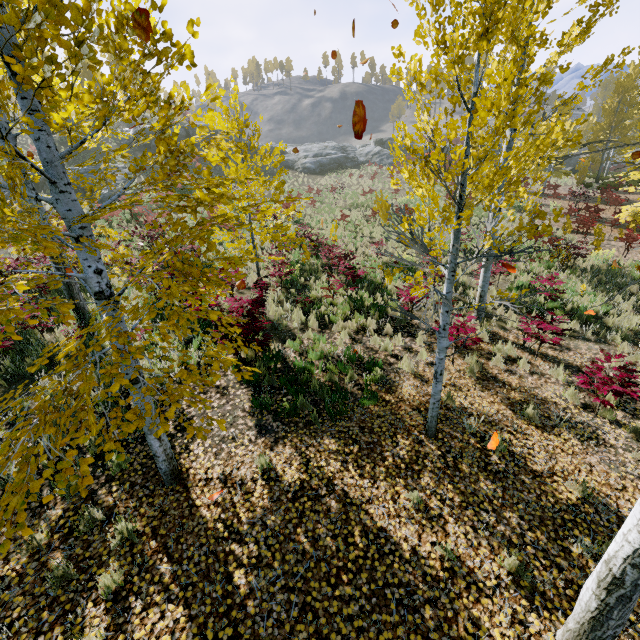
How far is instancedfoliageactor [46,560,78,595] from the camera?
3.5m

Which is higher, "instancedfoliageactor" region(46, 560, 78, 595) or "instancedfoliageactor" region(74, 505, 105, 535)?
"instancedfoliageactor" region(74, 505, 105, 535)

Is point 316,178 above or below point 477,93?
below

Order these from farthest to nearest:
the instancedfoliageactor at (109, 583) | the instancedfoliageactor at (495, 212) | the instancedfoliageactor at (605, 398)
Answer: the instancedfoliageactor at (605, 398) → the instancedfoliageactor at (109, 583) → the instancedfoliageactor at (495, 212)

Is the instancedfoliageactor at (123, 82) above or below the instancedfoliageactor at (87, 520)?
above
